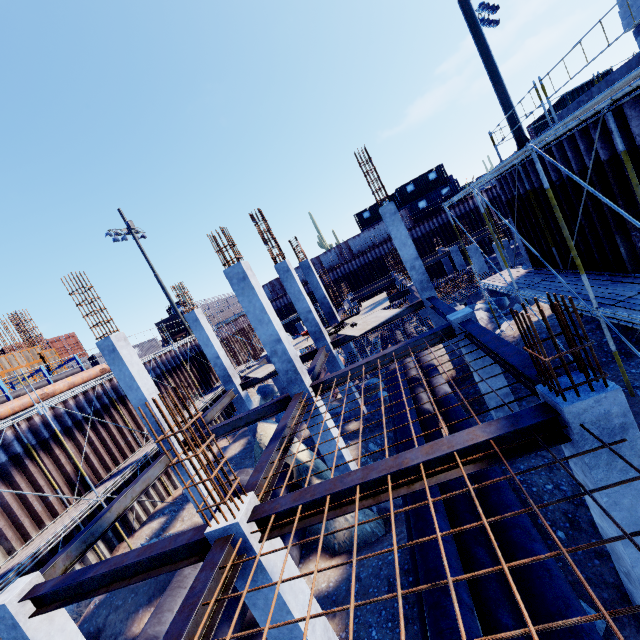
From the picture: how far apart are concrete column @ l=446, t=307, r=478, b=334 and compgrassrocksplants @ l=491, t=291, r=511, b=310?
12.20m

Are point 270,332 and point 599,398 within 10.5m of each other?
yes

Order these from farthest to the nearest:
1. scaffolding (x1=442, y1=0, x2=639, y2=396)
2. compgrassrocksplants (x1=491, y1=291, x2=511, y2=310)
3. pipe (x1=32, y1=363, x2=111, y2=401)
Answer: compgrassrocksplants (x1=491, y1=291, x2=511, y2=310) → pipe (x1=32, y1=363, x2=111, y2=401) → scaffolding (x1=442, y1=0, x2=639, y2=396)

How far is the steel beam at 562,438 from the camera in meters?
3.8

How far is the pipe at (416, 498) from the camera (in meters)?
6.18

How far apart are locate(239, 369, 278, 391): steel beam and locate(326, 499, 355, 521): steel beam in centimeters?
969cm

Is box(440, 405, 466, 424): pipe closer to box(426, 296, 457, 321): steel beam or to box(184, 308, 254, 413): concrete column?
box(426, 296, 457, 321): steel beam

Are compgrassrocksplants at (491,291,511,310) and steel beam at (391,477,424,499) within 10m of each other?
no
